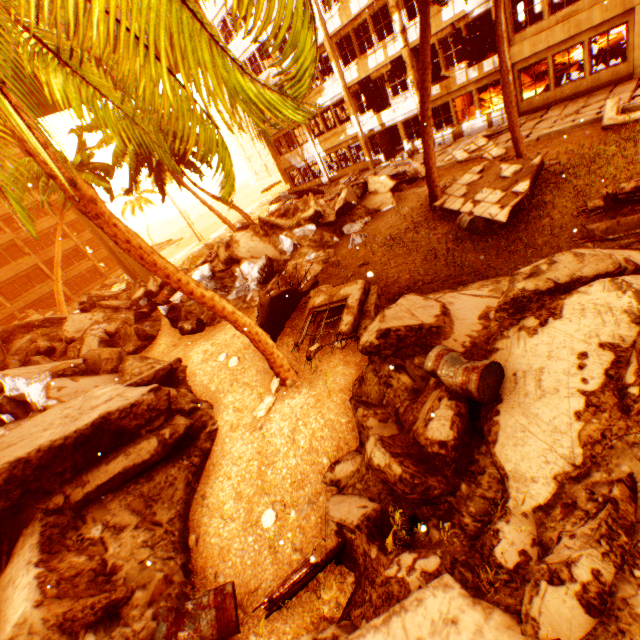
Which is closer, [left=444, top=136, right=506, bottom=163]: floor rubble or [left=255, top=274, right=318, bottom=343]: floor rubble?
[left=255, top=274, right=318, bottom=343]: floor rubble

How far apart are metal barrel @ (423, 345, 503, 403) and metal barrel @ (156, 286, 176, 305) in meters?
12.8 m

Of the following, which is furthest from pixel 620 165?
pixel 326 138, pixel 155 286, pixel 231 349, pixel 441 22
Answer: pixel 326 138

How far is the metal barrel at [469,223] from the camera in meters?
9.5

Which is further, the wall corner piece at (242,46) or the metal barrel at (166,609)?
the wall corner piece at (242,46)

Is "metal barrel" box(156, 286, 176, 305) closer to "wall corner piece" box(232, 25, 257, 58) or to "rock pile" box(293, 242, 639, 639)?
"rock pile" box(293, 242, 639, 639)

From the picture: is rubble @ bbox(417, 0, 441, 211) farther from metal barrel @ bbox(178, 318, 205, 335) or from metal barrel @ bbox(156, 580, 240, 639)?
metal barrel @ bbox(156, 580, 240, 639)

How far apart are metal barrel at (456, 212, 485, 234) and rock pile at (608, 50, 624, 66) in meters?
13.0
